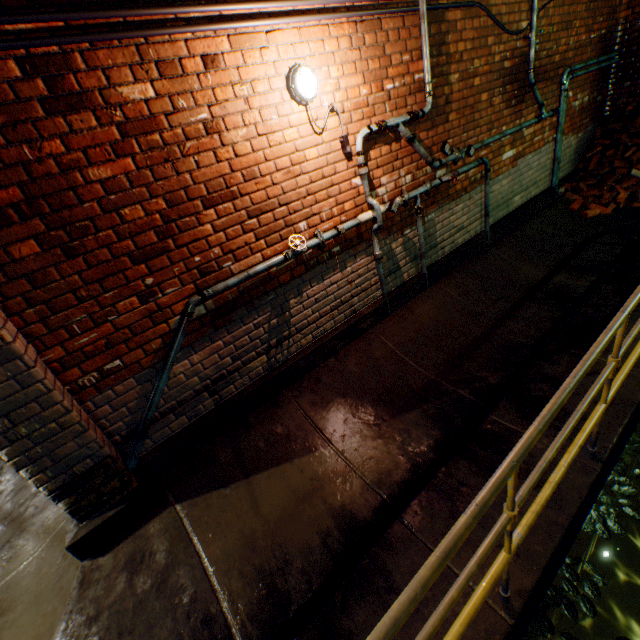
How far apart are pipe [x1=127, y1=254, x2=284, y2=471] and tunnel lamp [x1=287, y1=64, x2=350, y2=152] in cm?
109

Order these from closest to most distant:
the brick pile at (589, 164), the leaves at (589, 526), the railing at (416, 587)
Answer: the railing at (416, 587) < the leaves at (589, 526) < the brick pile at (589, 164)

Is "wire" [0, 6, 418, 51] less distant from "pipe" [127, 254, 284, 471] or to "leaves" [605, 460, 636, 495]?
"pipe" [127, 254, 284, 471]

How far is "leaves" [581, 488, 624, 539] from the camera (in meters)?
2.96

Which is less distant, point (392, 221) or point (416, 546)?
point (416, 546)

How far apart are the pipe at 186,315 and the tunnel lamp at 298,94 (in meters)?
1.09

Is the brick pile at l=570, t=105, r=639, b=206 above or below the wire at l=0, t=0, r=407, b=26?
below

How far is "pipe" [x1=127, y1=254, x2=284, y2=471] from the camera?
2.46m
